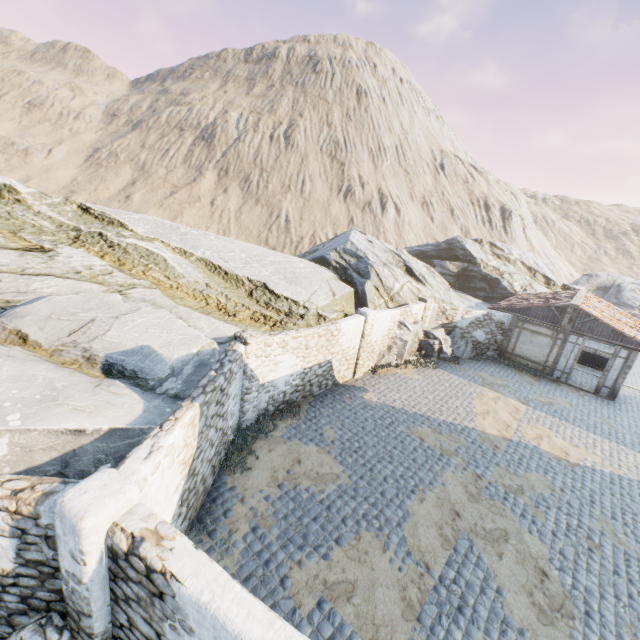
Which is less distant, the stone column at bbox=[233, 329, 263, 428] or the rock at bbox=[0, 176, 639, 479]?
the rock at bbox=[0, 176, 639, 479]

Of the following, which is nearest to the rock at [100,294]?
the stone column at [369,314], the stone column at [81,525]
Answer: the stone column at [81,525]

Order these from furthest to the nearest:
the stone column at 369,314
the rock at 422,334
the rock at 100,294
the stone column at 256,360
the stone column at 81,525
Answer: the rock at 422,334 → the stone column at 369,314 → the stone column at 256,360 → the rock at 100,294 → the stone column at 81,525

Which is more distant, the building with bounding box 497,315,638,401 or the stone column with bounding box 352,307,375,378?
the building with bounding box 497,315,638,401

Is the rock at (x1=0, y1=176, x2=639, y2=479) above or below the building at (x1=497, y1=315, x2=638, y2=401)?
above

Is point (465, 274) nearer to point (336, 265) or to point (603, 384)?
point (603, 384)

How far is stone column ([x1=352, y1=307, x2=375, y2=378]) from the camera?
14.1m

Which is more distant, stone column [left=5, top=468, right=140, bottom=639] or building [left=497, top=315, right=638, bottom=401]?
building [left=497, top=315, right=638, bottom=401]
